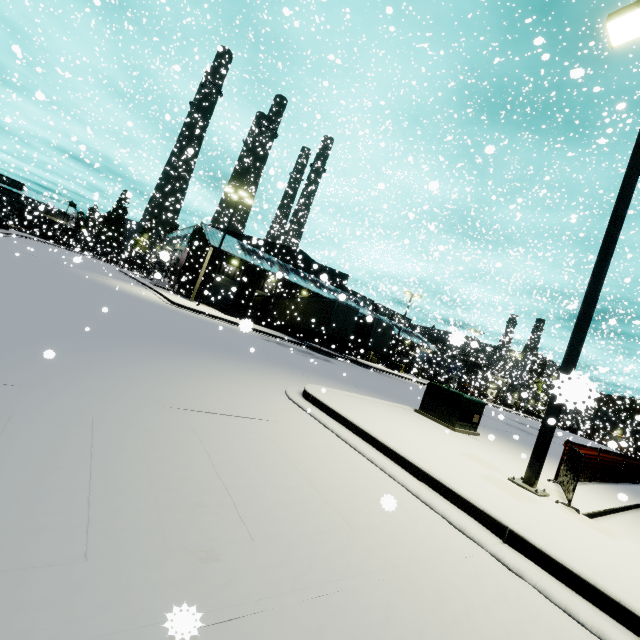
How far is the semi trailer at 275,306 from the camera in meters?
25.8

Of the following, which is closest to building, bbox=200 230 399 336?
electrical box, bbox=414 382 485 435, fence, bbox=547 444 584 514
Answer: fence, bbox=547 444 584 514

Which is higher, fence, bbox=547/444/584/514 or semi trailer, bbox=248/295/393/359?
semi trailer, bbox=248/295/393/359

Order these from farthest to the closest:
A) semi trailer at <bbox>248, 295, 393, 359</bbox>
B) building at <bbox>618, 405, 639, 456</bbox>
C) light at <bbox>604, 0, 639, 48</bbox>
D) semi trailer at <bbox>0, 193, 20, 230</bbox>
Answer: semi trailer at <bbox>0, 193, 20, 230</bbox> → semi trailer at <bbox>248, 295, 393, 359</bbox> → building at <bbox>618, 405, 639, 456</bbox> → light at <bbox>604, 0, 639, 48</bbox>

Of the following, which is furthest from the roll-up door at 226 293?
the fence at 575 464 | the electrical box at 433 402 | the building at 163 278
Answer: the fence at 575 464

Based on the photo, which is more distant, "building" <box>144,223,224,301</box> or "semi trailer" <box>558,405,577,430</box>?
"building" <box>144,223,224,301</box>

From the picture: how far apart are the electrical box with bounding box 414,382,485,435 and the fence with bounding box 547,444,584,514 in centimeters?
245cm

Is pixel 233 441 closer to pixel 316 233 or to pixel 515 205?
pixel 515 205
